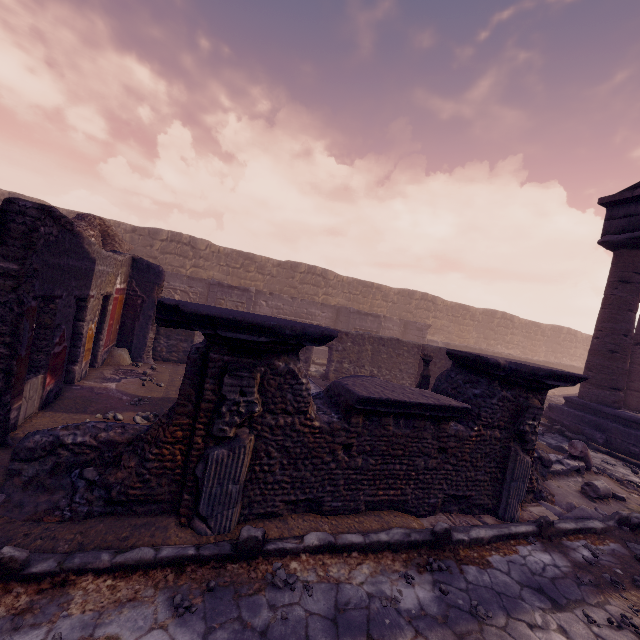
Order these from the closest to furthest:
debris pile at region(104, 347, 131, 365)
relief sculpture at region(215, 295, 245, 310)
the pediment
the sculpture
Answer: debris pile at region(104, 347, 131, 365) → the sculpture → the pediment → relief sculpture at region(215, 295, 245, 310)

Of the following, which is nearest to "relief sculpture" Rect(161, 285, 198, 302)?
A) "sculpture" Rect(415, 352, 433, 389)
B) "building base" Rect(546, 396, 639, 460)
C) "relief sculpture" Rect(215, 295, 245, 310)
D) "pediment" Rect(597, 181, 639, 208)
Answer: "relief sculpture" Rect(215, 295, 245, 310)

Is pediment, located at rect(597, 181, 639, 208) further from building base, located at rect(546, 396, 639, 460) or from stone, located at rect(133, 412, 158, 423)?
stone, located at rect(133, 412, 158, 423)

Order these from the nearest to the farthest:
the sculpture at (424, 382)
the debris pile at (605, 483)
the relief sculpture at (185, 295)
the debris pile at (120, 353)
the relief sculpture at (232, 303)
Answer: the debris pile at (605, 483)
the debris pile at (120, 353)
the sculpture at (424, 382)
the relief sculpture at (232, 303)
the relief sculpture at (185, 295)

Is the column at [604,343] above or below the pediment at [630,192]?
below

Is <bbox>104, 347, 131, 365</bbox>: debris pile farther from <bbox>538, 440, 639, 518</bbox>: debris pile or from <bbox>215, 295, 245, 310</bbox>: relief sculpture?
<bbox>538, 440, 639, 518</bbox>: debris pile

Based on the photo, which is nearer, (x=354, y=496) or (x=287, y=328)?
(x=287, y=328)

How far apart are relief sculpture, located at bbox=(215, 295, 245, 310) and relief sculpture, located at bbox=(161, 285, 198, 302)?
1.8m
